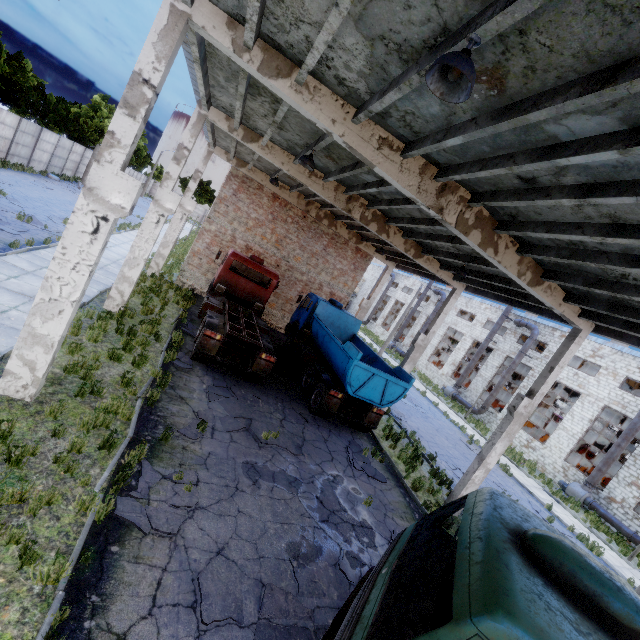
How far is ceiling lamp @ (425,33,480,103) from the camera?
3.15m

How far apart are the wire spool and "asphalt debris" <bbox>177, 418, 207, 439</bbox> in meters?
39.9

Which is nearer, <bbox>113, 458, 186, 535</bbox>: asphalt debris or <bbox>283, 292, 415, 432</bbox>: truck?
<bbox>113, 458, 186, 535</bbox>: asphalt debris

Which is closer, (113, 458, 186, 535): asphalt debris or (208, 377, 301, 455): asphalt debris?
(113, 458, 186, 535): asphalt debris

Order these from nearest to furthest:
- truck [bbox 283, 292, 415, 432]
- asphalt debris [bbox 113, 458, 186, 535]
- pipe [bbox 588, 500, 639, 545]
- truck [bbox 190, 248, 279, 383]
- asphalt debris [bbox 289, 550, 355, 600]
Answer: asphalt debris [bbox 113, 458, 186, 535] < asphalt debris [bbox 289, 550, 355, 600] < truck [bbox 190, 248, 279, 383] < truck [bbox 283, 292, 415, 432] < pipe [bbox 588, 500, 639, 545]

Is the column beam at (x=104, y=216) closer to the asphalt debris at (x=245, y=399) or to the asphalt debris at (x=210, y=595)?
the asphalt debris at (x=245, y=399)

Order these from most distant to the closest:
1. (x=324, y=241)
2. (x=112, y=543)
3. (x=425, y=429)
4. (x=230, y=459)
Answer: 1. (x=324, y=241)
2. (x=425, y=429)
3. (x=230, y=459)
4. (x=112, y=543)

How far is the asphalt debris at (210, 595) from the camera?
4.7m
